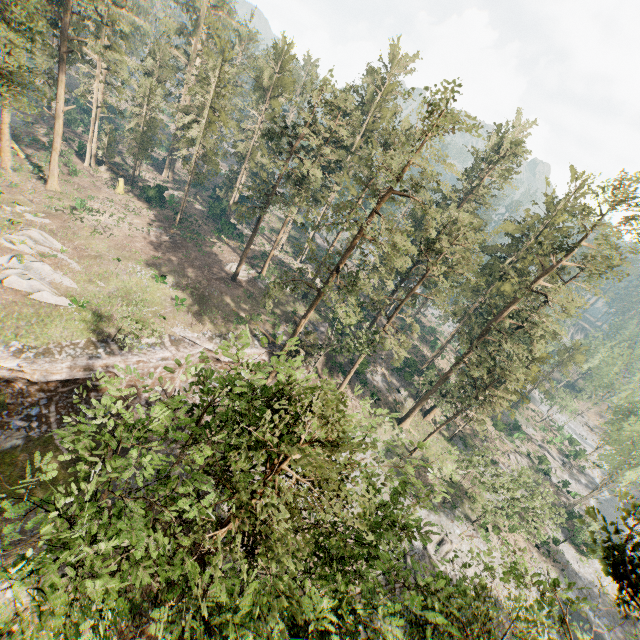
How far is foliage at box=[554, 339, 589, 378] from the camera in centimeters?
5706cm

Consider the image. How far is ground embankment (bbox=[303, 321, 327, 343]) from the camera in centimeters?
4242cm

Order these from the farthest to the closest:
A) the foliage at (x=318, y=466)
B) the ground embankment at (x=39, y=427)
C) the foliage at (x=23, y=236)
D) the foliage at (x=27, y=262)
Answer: the foliage at (x=23, y=236)
the foliage at (x=27, y=262)
the ground embankment at (x=39, y=427)
the foliage at (x=318, y=466)

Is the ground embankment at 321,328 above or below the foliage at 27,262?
below

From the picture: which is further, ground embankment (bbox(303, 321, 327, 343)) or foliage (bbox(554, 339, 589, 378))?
foliage (bbox(554, 339, 589, 378))

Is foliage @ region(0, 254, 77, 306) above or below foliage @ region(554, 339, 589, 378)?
below

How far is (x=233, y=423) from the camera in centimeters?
1130cm

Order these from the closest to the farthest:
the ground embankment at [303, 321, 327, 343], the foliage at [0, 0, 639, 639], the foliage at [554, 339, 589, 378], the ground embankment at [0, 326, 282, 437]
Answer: the foliage at [0, 0, 639, 639], the ground embankment at [0, 326, 282, 437], the ground embankment at [303, 321, 327, 343], the foliage at [554, 339, 589, 378]
